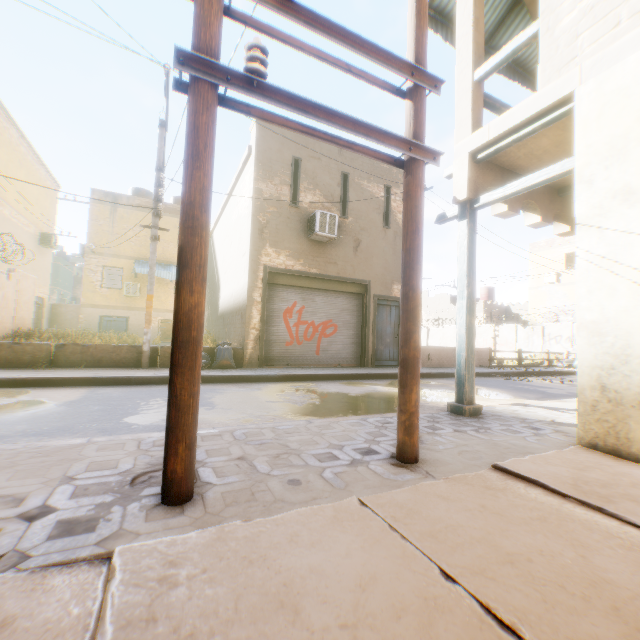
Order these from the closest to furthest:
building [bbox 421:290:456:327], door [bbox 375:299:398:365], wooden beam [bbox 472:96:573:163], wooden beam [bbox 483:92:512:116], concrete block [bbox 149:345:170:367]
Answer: wooden beam [bbox 472:96:573:163]
wooden beam [bbox 483:92:512:116]
concrete block [bbox 149:345:170:367]
door [bbox 375:299:398:365]
building [bbox 421:290:456:327]

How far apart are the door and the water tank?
30.1 meters

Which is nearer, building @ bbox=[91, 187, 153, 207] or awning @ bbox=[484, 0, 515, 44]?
awning @ bbox=[484, 0, 515, 44]

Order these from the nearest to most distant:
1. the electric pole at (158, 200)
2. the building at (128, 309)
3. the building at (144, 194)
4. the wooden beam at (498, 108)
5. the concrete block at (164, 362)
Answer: the wooden beam at (498, 108)
the electric pole at (158, 200)
the concrete block at (164, 362)
the building at (128, 309)
the building at (144, 194)

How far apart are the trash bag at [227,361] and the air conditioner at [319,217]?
2.2m

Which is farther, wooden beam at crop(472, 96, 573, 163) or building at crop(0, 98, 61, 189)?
building at crop(0, 98, 61, 189)

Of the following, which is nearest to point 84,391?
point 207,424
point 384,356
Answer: point 207,424

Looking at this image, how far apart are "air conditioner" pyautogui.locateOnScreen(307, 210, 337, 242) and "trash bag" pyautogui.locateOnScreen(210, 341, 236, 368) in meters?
2.2 m
